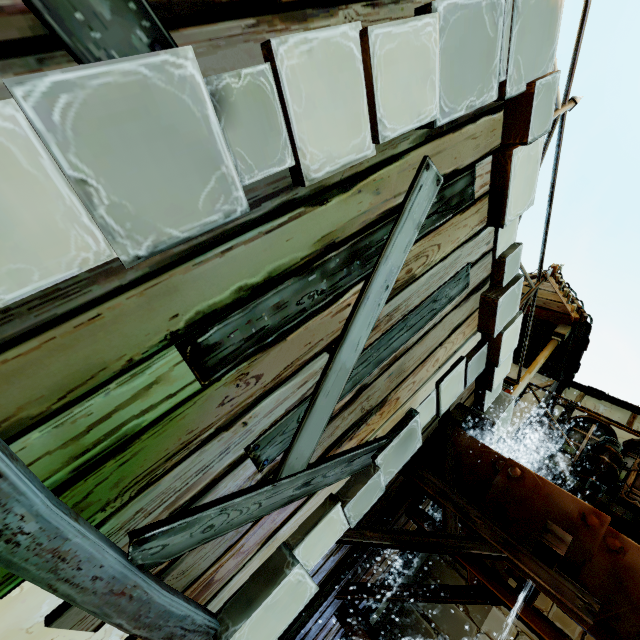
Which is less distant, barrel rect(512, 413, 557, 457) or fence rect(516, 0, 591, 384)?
fence rect(516, 0, 591, 384)

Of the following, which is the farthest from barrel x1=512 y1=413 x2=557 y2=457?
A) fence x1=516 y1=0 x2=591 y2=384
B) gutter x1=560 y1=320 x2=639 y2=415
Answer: gutter x1=560 y1=320 x2=639 y2=415

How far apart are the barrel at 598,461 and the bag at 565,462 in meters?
0.1

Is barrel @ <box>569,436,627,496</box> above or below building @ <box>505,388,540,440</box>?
below

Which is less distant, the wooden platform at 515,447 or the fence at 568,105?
the fence at 568,105

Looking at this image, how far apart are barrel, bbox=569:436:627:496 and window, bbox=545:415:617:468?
0.2 meters

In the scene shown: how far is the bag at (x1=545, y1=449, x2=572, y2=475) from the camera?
5.6 meters

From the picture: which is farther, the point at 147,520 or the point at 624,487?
the point at 624,487
